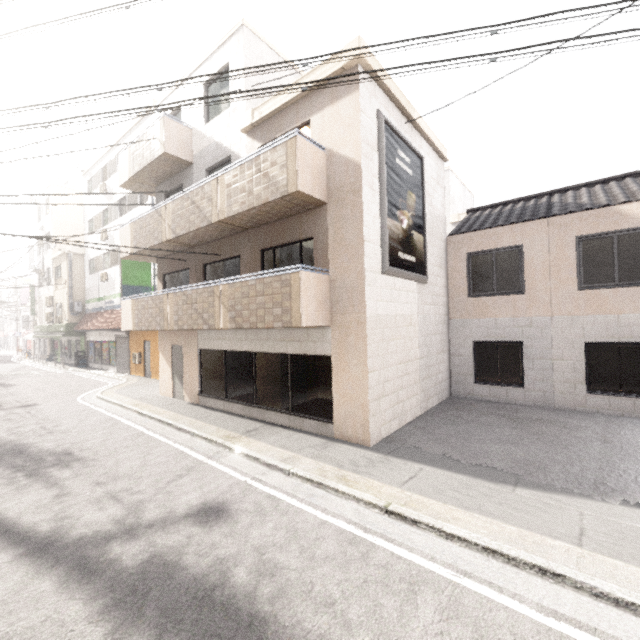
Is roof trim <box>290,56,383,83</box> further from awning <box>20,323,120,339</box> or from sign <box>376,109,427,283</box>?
awning <box>20,323,120,339</box>

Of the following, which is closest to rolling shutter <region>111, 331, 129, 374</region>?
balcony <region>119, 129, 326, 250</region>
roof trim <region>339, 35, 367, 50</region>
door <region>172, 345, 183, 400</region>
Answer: balcony <region>119, 129, 326, 250</region>

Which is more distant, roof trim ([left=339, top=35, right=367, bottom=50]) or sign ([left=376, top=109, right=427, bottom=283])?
sign ([left=376, top=109, right=427, bottom=283])

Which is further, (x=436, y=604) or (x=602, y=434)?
(x=602, y=434)

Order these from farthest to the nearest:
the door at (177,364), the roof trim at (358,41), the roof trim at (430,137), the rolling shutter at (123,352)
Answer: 1. the rolling shutter at (123,352)
2. the door at (177,364)
3. the roof trim at (430,137)
4. the roof trim at (358,41)

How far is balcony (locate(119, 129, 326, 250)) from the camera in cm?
726

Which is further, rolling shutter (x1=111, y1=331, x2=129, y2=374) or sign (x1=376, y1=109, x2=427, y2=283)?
rolling shutter (x1=111, y1=331, x2=129, y2=374)

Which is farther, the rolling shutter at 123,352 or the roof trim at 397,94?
the rolling shutter at 123,352
